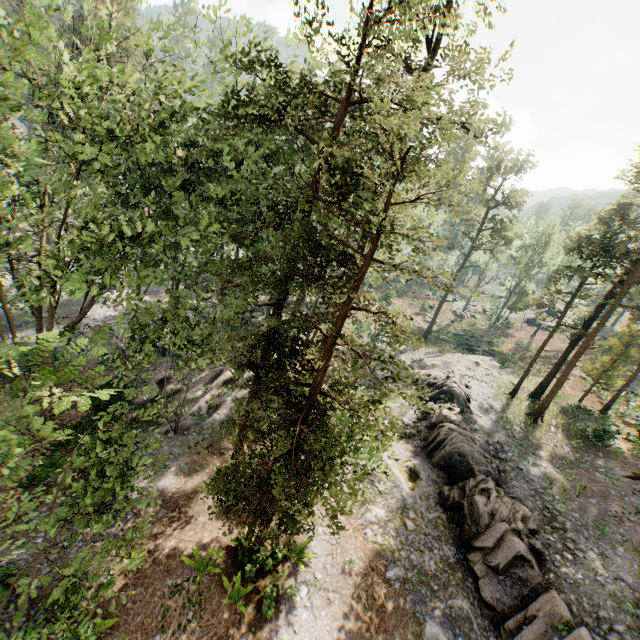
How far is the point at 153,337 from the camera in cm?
1673

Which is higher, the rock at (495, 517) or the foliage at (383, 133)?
the foliage at (383, 133)

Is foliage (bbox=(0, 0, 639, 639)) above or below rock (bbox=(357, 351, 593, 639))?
above

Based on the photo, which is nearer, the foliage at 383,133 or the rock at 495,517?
the foliage at 383,133

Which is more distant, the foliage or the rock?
the rock
